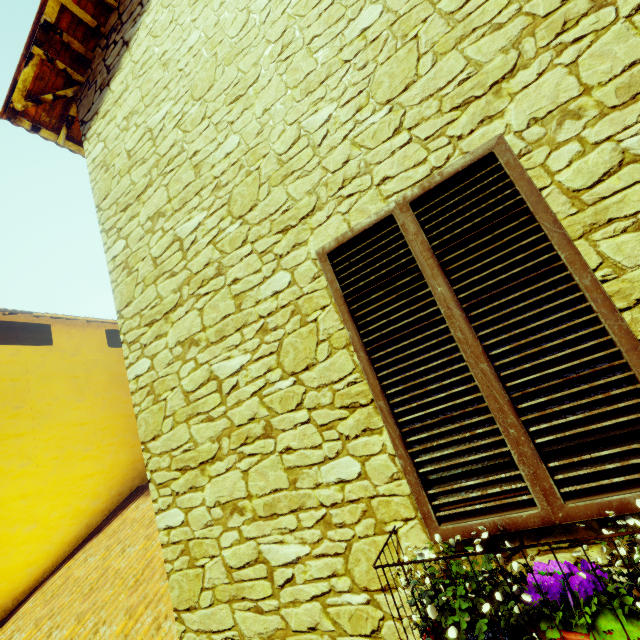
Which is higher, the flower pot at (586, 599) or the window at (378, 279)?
the window at (378, 279)

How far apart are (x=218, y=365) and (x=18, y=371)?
8.0m

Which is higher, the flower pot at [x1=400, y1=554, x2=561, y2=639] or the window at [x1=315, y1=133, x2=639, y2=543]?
the window at [x1=315, y1=133, x2=639, y2=543]
